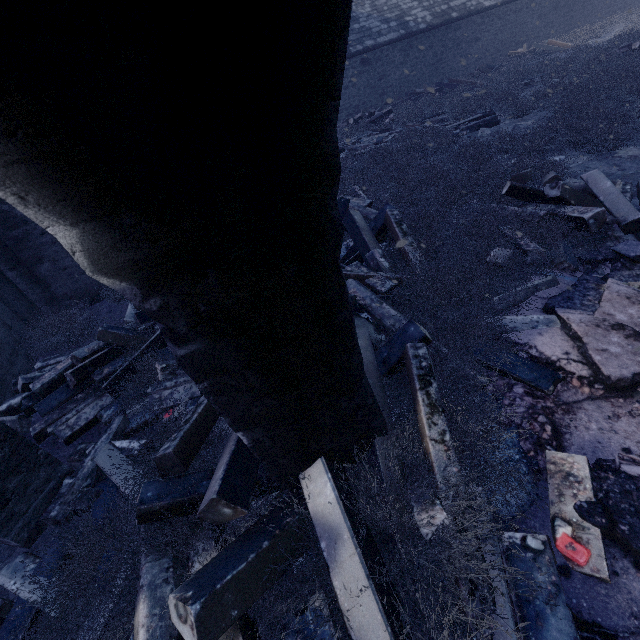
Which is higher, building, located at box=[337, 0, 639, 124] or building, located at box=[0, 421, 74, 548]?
building, located at box=[337, 0, 639, 124]

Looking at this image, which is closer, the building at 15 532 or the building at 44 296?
the building at 15 532

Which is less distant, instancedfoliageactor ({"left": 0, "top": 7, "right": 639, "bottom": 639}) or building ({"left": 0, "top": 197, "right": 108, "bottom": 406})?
instancedfoliageactor ({"left": 0, "top": 7, "right": 639, "bottom": 639})

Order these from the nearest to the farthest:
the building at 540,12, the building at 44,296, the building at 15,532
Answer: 1. the building at 15,532
2. the building at 44,296
3. the building at 540,12

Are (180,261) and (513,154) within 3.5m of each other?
no

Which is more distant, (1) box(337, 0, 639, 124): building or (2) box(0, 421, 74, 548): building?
(1) box(337, 0, 639, 124): building

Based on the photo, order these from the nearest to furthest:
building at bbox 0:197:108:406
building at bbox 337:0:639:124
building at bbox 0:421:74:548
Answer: building at bbox 0:421:74:548
building at bbox 0:197:108:406
building at bbox 337:0:639:124
